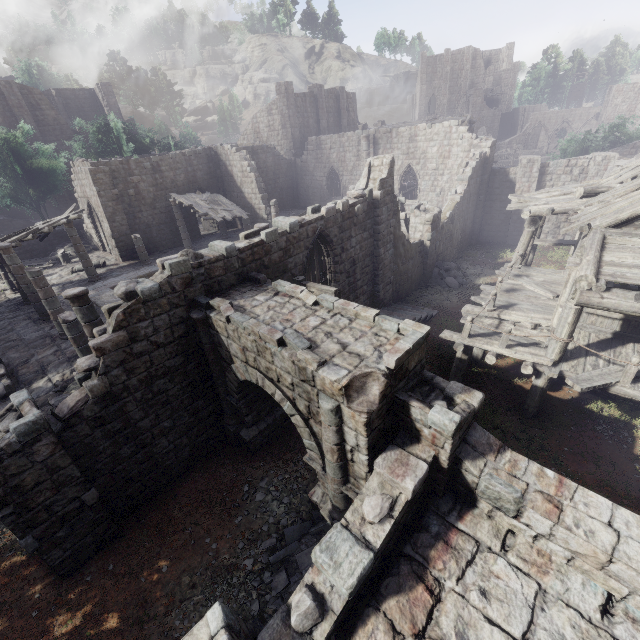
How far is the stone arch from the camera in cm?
561

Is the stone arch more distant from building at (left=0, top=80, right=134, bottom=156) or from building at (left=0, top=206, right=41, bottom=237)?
building at (left=0, top=206, right=41, bottom=237)

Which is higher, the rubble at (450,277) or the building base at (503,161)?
the building base at (503,161)

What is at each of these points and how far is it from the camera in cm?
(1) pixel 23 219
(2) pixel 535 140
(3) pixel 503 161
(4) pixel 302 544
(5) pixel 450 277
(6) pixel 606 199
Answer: (1) building, 3562
(2) building, 5953
(3) building base, 5716
(4) rubble, 740
(5) rubble, 1991
(6) wooden plank rubble, 1070

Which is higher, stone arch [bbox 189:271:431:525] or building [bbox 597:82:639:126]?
building [bbox 597:82:639:126]

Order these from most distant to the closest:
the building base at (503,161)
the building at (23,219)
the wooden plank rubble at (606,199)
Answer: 1. the building base at (503,161)
2. the building at (23,219)
3. the wooden plank rubble at (606,199)

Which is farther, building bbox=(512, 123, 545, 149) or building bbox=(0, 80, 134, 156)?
building bbox=(512, 123, 545, 149)

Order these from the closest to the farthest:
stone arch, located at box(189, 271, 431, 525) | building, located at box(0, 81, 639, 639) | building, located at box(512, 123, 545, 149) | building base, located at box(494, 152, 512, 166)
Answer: building, located at box(0, 81, 639, 639) → stone arch, located at box(189, 271, 431, 525) → building base, located at box(494, 152, 512, 166) → building, located at box(512, 123, 545, 149)
